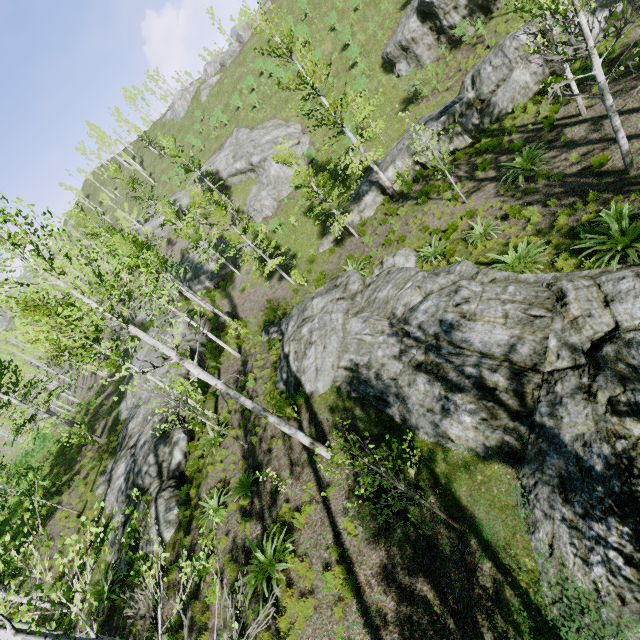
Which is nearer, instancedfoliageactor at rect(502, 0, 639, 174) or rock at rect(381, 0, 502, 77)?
instancedfoliageactor at rect(502, 0, 639, 174)

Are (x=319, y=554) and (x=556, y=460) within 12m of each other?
yes

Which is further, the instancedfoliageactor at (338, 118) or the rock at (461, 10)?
the rock at (461, 10)

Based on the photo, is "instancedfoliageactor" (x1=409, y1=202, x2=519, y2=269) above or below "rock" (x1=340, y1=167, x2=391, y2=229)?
below

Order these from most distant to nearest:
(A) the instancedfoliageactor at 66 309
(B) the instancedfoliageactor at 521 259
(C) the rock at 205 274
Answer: (C) the rock at 205 274 < (B) the instancedfoliageactor at 521 259 < (A) the instancedfoliageactor at 66 309

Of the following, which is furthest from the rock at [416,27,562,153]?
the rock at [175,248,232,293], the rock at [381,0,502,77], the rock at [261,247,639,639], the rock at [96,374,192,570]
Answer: the rock at [175,248,232,293]

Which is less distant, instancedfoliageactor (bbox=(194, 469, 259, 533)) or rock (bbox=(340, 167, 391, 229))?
instancedfoliageactor (bbox=(194, 469, 259, 533))
